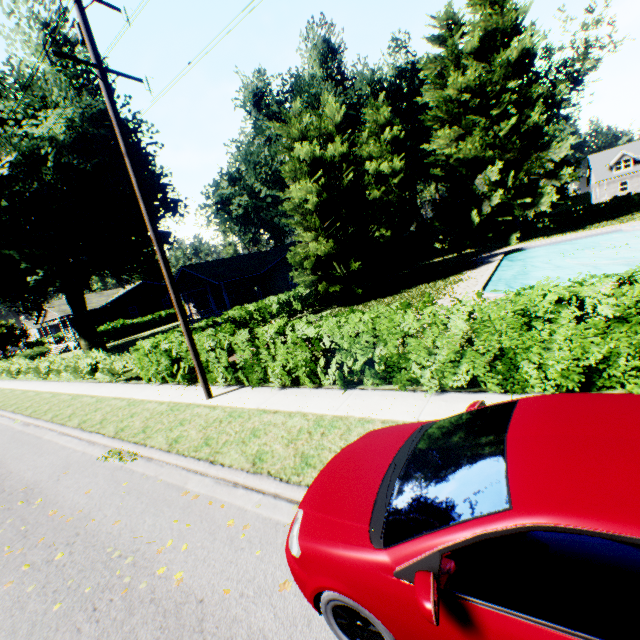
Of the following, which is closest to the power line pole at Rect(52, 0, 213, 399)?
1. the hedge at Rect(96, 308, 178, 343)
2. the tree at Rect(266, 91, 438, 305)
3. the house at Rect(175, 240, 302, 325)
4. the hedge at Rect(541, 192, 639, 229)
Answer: the tree at Rect(266, 91, 438, 305)

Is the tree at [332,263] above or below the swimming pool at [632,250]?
above

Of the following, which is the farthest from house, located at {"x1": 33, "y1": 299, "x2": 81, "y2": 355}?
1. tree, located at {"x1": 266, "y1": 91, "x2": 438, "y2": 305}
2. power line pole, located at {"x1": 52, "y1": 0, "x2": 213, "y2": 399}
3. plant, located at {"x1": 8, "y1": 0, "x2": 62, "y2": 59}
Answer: power line pole, located at {"x1": 52, "y1": 0, "x2": 213, "y2": 399}

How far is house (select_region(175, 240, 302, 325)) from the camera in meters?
28.0 m

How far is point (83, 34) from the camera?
7.84m

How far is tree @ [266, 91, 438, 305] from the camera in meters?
19.1

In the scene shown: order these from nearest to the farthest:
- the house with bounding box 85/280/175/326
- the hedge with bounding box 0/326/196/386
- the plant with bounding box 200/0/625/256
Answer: the hedge with bounding box 0/326/196/386, the plant with bounding box 200/0/625/256, the house with bounding box 85/280/175/326

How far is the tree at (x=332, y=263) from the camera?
19.1 meters
